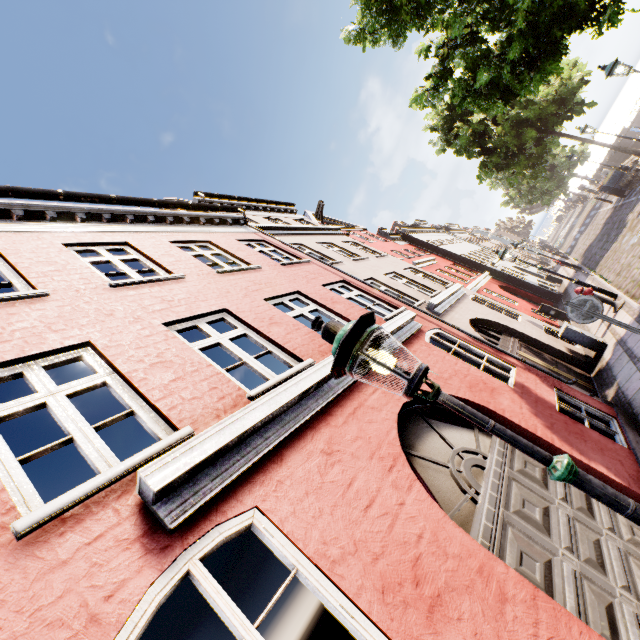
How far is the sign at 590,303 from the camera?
5.72m

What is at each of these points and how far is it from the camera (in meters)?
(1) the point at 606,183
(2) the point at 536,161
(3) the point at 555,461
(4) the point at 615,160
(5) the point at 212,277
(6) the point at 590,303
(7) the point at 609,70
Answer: (1) trash bin, 18.94
(2) tree, 21.30
(3) street light, 1.67
(4) bridge, 29.84
(5) building, 6.20
(6) sign, 5.77
(7) street light, 9.59

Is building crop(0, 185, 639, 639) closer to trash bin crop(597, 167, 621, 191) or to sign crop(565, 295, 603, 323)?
sign crop(565, 295, 603, 323)

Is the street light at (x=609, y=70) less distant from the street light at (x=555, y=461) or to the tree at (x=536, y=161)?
the tree at (x=536, y=161)

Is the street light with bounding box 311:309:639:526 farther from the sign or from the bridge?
the bridge

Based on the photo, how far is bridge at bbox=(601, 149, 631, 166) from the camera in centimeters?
2952cm

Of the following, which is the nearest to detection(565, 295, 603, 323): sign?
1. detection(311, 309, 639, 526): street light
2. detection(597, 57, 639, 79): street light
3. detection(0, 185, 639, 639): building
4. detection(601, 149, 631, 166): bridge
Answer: detection(0, 185, 639, 639): building

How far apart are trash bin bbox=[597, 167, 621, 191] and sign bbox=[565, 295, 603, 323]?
19.44m
